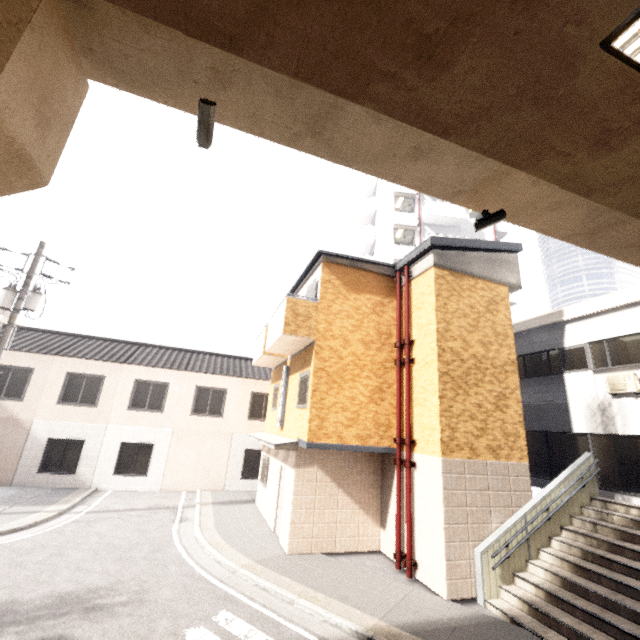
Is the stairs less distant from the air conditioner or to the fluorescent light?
the air conditioner

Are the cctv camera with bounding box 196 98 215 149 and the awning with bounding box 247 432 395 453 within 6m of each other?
no

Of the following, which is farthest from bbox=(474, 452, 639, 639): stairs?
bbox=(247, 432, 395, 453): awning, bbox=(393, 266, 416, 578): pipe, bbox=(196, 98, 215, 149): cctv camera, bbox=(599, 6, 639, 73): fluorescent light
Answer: bbox=(196, 98, 215, 149): cctv camera

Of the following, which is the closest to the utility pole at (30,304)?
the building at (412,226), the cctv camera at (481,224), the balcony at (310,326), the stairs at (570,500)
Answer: the balcony at (310,326)

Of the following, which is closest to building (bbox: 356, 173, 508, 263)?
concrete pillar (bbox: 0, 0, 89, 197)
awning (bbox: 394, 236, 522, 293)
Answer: awning (bbox: 394, 236, 522, 293)

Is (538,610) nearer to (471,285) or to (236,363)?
(471,285)

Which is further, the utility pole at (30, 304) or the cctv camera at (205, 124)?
the utility pole at (30, 304)

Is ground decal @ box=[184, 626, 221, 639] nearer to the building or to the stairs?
the stairs
